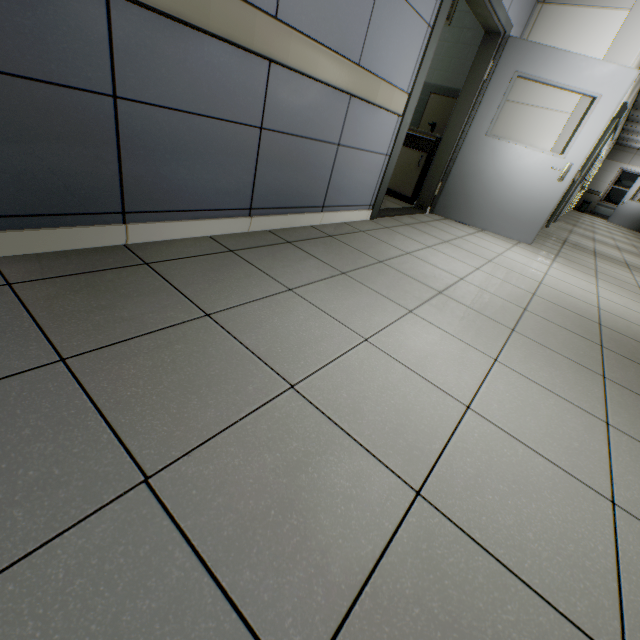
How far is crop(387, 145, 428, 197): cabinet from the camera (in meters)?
4.67

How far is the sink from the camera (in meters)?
4.55

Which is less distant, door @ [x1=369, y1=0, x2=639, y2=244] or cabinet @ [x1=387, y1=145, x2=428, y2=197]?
door @ [x1=369, y1=0, x2=639, y2=244]

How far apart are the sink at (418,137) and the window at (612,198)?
18.86m

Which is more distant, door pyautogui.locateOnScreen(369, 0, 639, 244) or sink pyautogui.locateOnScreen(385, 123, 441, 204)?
sink pyautogui.locateOnScreen(385, 123, 441, 204)

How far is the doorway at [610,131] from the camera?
6.02m

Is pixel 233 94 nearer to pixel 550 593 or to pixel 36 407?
pixel 36 407

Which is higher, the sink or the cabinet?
the sink
